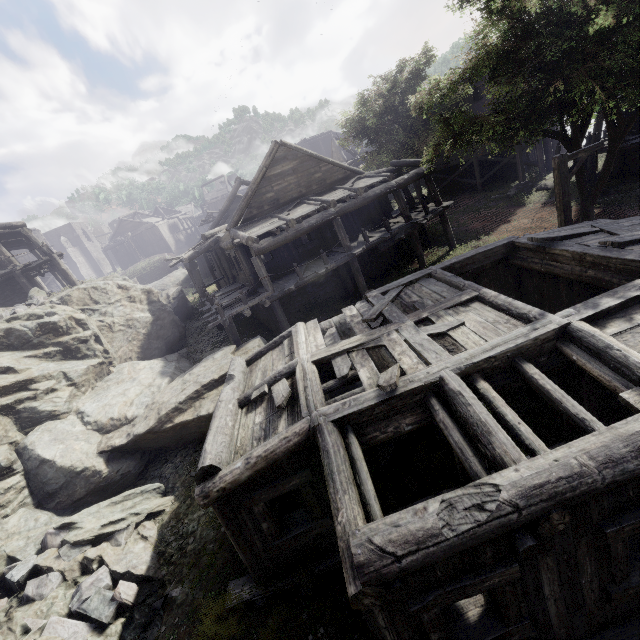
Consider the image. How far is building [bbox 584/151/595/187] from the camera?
19.56m

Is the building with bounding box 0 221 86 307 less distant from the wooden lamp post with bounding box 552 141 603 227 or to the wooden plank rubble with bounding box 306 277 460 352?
the wooden plank rubble with bounding box 306 277 460 352

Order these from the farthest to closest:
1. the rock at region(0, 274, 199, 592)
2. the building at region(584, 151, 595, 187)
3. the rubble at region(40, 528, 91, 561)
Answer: the building at region(584, 151, 595, 187), the rock at region(0, 274, 199, 592), the rubble at region(40, 528, 91, 561)

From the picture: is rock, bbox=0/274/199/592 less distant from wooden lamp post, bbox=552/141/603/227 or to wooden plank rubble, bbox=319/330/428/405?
wooden plank rubble, bbox=319/330/428/405

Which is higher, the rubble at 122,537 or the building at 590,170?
the building at 590,170

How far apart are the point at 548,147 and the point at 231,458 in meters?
33.0 m

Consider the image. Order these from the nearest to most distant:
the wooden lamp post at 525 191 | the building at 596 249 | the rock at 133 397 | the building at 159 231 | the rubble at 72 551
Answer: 1. the building at 596 249
2. the rubble at 72 551
3. the rock at 133 397
4. the wooden lamp post at 525 191
5. the building at 159 231

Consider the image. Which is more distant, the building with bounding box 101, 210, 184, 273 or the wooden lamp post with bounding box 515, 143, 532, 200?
the building with bounding box 101, 210, 184, 273
